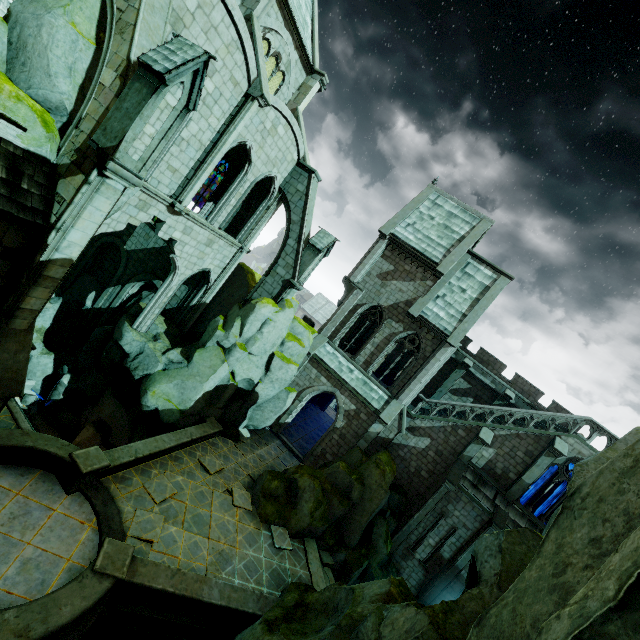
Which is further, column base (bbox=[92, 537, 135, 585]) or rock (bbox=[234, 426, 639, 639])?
column base (bbox=[92, 537, 135, 585])

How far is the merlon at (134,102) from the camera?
7.43m

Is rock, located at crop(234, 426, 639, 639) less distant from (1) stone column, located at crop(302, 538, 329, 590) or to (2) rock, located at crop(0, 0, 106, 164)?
(1) stone column, located at crop(302, 538, 329, 590)

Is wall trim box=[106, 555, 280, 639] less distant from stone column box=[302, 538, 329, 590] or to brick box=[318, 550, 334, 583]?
stone column box=[302, 538, 329, 590]

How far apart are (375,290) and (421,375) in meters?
6.6

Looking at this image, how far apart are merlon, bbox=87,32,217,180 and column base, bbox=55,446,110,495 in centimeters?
901cm

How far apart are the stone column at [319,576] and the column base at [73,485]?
9.7m

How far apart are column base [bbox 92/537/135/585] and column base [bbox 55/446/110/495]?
2.18m
